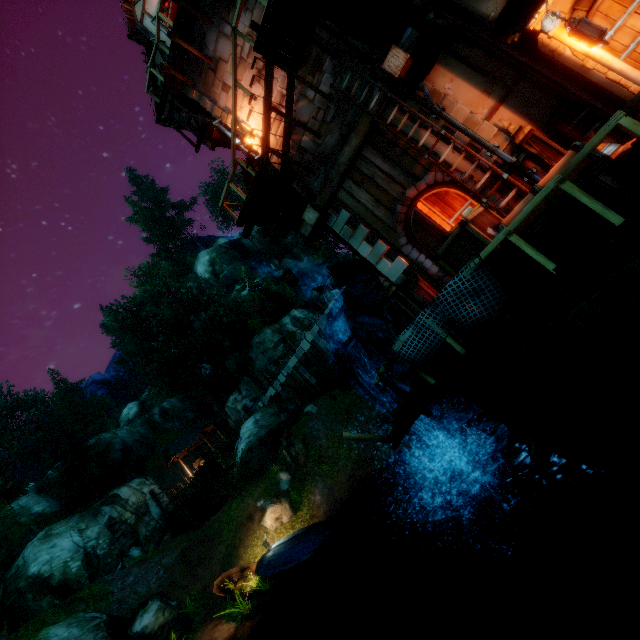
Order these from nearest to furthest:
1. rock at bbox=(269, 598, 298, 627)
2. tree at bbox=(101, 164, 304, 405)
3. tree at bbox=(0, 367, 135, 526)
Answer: rock at bbox=(269, 598, 298, 627)
tree at bbox=(0, 367, 135, 526)
tree at bbox=(101, 164, 304, 405)

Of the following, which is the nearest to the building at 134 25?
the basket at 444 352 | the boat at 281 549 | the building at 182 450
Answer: the basket at 444 352

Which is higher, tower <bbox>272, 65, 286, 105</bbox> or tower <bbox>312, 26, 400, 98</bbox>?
tower <bbox>272, 65, 286, 105</bbox>

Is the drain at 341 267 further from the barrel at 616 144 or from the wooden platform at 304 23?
the barrel at 616 144

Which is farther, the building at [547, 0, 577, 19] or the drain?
the drain

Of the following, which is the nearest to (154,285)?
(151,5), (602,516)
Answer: (151,5)

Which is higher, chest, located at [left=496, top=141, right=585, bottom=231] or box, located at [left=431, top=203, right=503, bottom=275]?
box, located at [left=431, top=203, right=503, bottom=275]

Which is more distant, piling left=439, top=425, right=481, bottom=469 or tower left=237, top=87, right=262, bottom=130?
piling left=439, top=425, right=481, bottom=469
